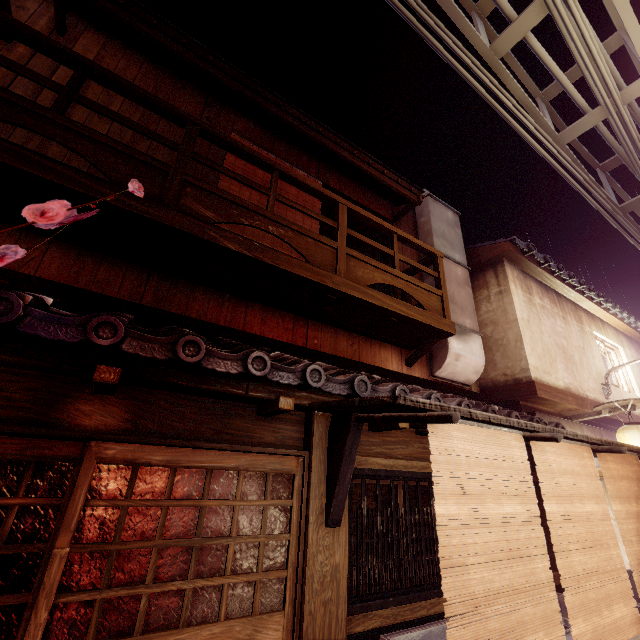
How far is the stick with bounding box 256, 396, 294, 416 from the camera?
4.86m

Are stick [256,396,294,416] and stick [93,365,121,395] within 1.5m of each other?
no

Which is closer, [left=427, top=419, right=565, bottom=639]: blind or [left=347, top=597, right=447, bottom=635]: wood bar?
[left=427, top=419, right=565, bottom=639]: blind

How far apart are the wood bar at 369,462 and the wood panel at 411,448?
0.2m

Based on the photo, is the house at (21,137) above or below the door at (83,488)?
above

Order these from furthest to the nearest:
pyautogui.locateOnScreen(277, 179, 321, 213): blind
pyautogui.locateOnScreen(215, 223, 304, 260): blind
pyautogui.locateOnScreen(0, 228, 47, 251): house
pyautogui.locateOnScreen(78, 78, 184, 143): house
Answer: pyautogui.locateOnScreen(277, 179, 321, 213): blind, pyautogui.locateOnScreen(215, 223, 304, 260): blind, pyautogui.locateOnScreen(78, 78, 184, 143): house, pyautogui.locateOnScreen(0, 228, 47, 251): house

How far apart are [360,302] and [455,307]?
5.5 meters

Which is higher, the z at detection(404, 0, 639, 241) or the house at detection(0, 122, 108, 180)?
the z at detection(404, 0, 639, 241)
